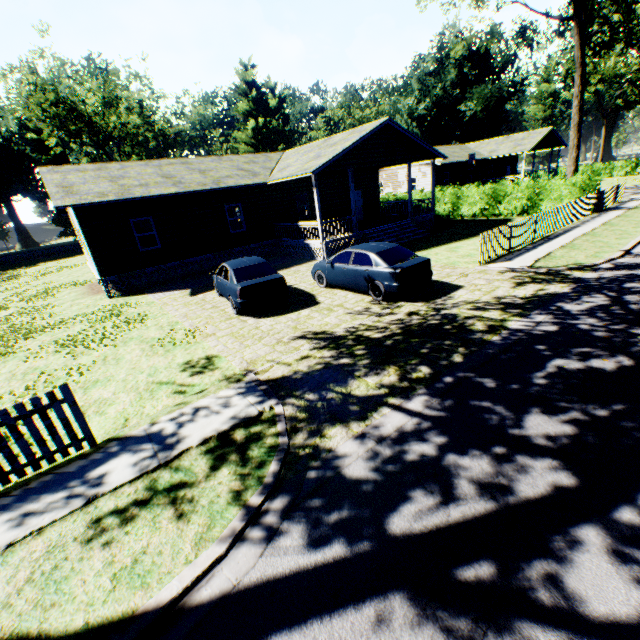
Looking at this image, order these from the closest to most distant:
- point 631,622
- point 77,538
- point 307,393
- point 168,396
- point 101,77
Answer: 1. point 631,622
2. point 77,538
3. point 307,393
4. point 168,396
5. point 101,77

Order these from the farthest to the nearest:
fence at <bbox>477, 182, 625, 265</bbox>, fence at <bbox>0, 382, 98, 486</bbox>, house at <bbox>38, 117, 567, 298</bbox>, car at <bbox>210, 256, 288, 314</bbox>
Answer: house at <bbox>38, 117, 567, 298</bbox>, fence at <bbox>477, 182, 625, 265</bbox>, car at <bbox>210, 256, 288, 314</bbox>, fence at <bbox>0, 382, 98, 486</bbox>

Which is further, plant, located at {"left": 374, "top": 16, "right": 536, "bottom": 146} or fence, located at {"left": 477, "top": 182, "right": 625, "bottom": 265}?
plant, located at {"left": 374, "top": 16, "right": 536, "bottom": 146}

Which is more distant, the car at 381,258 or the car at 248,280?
the car at 248,280

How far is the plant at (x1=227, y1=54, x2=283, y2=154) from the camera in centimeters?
5251cm

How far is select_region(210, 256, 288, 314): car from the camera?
10.45m

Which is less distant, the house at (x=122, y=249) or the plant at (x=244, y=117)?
the house at (x=122, y=249)

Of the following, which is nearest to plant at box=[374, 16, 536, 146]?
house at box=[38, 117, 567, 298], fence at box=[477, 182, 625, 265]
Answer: fence at box=[477, 182, 625, 265]
